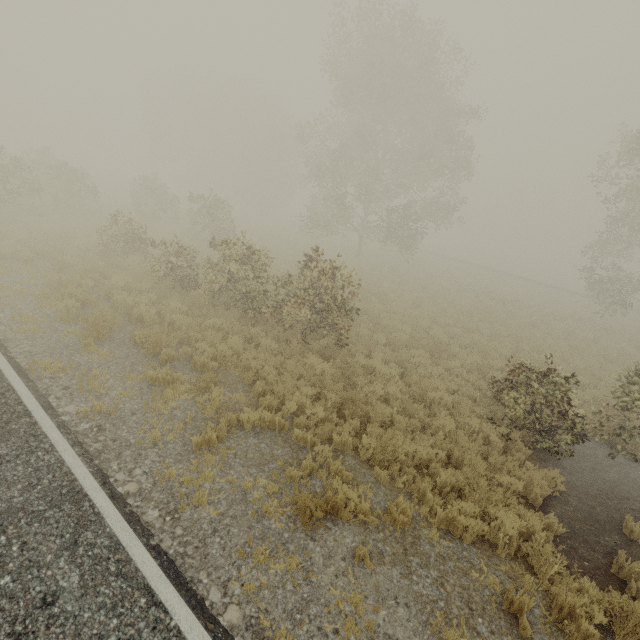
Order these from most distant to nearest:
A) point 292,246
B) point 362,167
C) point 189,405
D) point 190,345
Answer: point 292,246 → point 362,167 → point 190,345 → point 189,405
